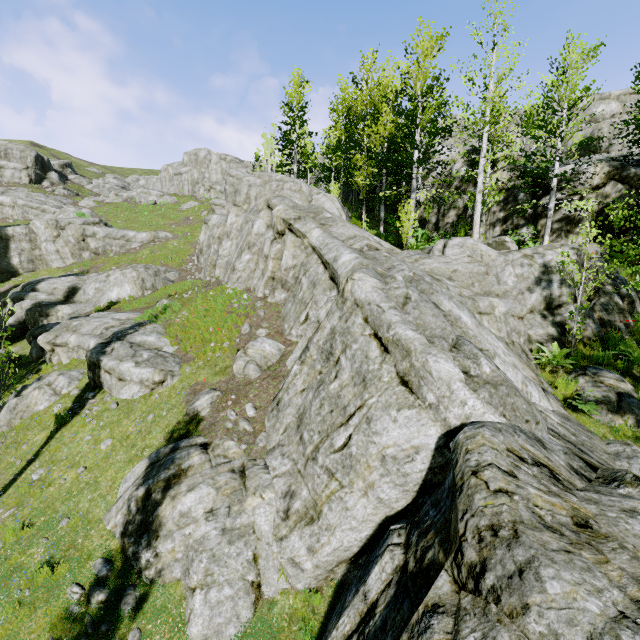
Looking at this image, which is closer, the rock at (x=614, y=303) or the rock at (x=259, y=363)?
the rock at (x=614, y=303)

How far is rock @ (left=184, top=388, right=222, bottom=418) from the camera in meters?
10.0

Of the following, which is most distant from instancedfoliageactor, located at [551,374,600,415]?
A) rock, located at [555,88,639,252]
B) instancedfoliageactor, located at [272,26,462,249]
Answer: instancedfoliageactor, located at [272,26,462,249]

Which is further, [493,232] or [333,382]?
[493,232]

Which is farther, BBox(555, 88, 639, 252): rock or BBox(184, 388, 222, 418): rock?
BBox(555, 88, 639, 252): rock
